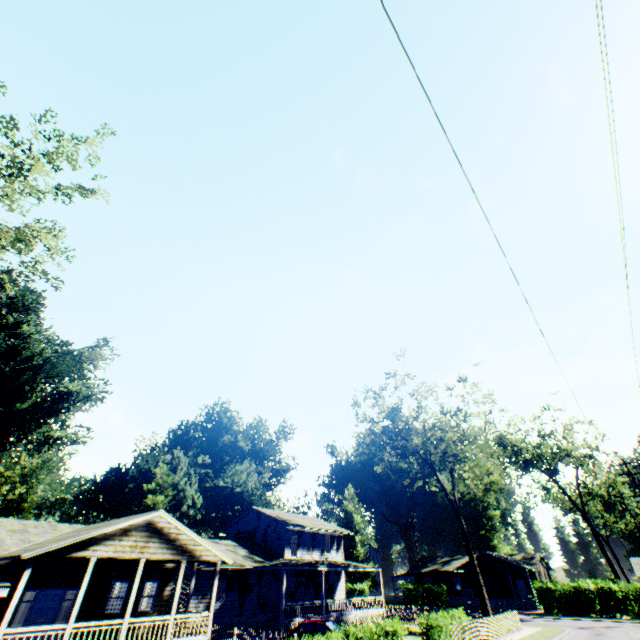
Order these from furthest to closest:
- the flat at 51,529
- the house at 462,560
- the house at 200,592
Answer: the house at 462,560, the house at 200,592, the flat at 51,529

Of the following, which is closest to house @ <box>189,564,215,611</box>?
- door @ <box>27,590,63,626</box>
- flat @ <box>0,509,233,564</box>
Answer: flat @ <box>0,509,233,564</box>

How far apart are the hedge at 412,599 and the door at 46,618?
47.6m

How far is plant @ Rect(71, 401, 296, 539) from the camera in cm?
4469

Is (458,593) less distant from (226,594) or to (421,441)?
(421,441)

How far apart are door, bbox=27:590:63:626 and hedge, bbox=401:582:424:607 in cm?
4756

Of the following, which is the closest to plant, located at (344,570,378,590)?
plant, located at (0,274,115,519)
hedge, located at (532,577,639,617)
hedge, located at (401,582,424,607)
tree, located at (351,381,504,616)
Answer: plant, located at (0,274,115,519)

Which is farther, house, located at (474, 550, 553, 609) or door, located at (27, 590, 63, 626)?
house, located at (474, 550, 553, 609)
